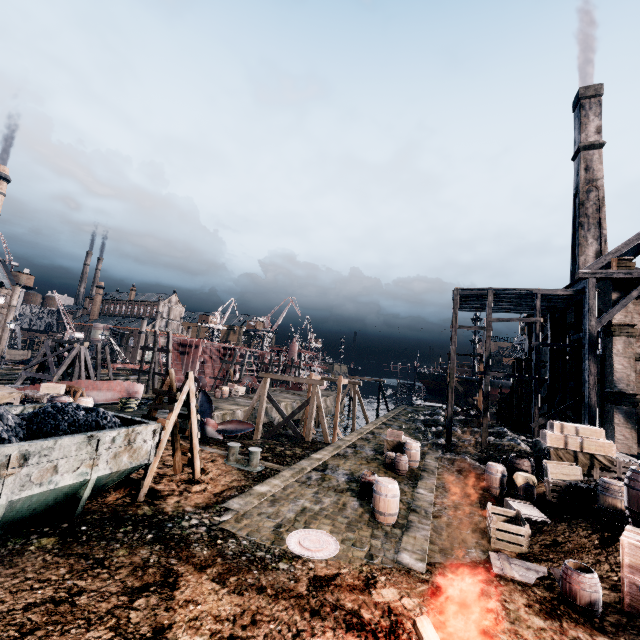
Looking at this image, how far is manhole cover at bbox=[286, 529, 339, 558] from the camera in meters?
9.0

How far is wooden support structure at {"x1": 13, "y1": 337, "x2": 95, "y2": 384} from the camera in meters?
29.3

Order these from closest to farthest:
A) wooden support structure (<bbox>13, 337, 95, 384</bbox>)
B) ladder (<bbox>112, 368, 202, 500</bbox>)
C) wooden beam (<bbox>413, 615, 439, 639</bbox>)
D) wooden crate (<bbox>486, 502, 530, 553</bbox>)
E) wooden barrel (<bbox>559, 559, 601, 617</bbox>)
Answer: wooden beam (<bbox>413, 615, 439, 639</bbox>) → wooden barrel (<bbox>559, 559, 601, 617</bbox>) → wooden crate (<bbox>486, 502, 530, 553</bbox>) → ladder (<bbox>112, 368, 202, 500</bbox>) → wooden support structure (<bbox>13, 337, 95, 384</bbox>)

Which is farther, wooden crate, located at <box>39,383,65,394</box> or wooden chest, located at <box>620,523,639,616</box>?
wooden crate, located at <box>39,383,65,394</box>

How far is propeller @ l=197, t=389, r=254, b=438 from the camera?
21.8 meters

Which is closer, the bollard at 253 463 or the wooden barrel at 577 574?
the wooden barrel at 577 574

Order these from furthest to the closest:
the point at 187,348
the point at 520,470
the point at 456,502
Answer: the point at 187,348 → the point at 520,470 → the point at 456,502

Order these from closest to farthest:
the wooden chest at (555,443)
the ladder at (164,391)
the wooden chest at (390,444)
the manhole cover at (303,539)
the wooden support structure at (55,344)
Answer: the manhole cover at (303,539) → the ladder at (164,391) → the wooden chest at (555,443) → the wooden chest at (390,444) → the wooden support structure at (55,344)
